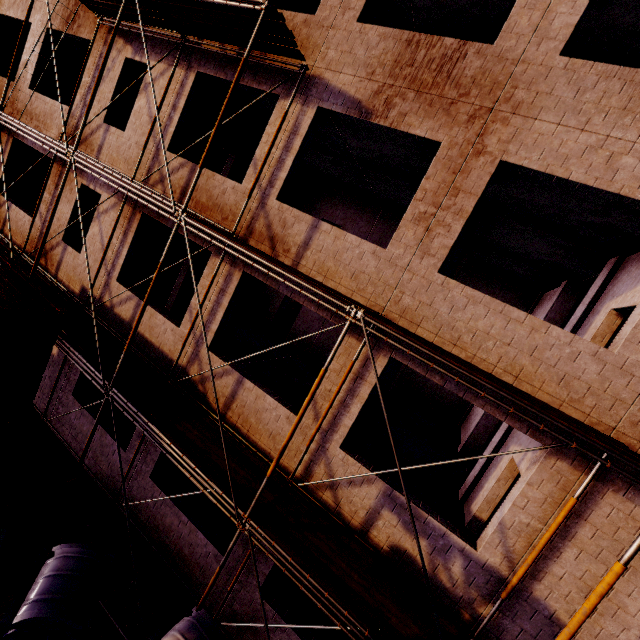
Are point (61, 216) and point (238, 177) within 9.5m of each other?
yes

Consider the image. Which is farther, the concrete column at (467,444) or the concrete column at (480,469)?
the concrete column at (467,444)

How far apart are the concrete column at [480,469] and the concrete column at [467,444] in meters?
3.4

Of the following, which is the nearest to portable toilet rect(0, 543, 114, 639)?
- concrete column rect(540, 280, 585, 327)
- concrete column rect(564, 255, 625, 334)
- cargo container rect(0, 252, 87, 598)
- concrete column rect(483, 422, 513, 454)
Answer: cargo container rect(0, 252, 87, 598)

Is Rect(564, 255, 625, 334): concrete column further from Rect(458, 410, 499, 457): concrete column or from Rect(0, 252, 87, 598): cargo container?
Rect(0, 252, 87, 598): cargo container

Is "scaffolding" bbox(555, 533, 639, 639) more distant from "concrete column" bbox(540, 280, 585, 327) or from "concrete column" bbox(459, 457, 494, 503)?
"concrete column" bbox(540, 280, 585, 327)

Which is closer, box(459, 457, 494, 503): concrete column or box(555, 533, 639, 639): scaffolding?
box(555, 533, 639, 639): scaffolding

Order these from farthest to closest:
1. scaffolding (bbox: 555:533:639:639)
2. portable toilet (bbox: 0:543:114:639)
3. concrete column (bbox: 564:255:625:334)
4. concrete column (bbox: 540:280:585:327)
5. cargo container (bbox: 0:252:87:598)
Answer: concrete column (bbox: 540:280:585:327) → concrete column (bbox: 564:255:625:334) → cargo container (bbox: 0:252:87:598) → portable toilet (bbox: 0:543:114:639) → scaffolding (bbox: 555:533:639:639)
